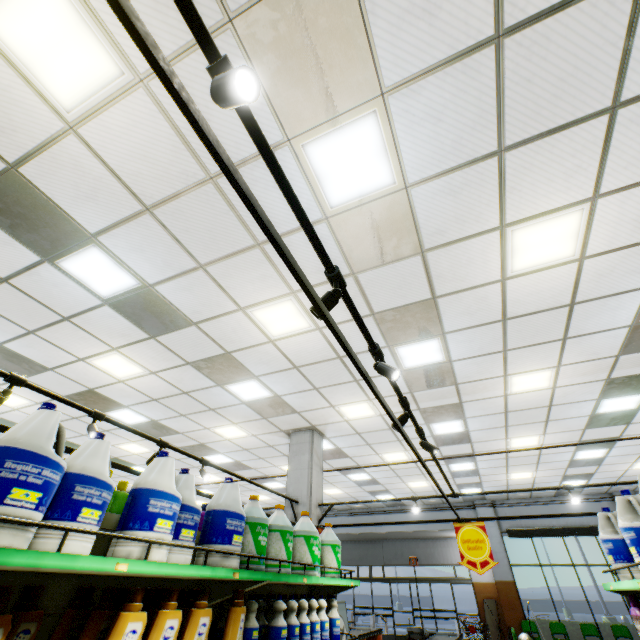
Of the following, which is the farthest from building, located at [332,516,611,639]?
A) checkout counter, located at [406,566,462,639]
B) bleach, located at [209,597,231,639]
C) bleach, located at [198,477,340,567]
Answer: bleach, located at [198,477,340,567]

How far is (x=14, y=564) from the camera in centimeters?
116cm

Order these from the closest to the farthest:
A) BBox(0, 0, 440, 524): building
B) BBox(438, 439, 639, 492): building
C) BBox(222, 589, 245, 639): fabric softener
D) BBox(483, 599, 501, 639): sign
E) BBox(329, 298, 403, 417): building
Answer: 1. BBox(222, 589, 245, 639): fabric softener
2. BBox(0, 0, 440, 524): building
3. BBox(329, 298, 403, 417): building
4. BBox(438, 439, 639, 492): building
5. BBox(483, 599, 501, 639): sign

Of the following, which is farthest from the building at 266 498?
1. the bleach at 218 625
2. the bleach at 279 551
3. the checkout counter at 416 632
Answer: the bleach at 279 551

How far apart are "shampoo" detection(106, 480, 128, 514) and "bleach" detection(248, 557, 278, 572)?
0.91m

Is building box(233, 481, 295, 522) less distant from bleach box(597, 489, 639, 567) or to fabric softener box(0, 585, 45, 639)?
fabric softener box(0, 585, 45, 639)

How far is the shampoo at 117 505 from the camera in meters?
2.3

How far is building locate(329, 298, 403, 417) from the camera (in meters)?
4.80
